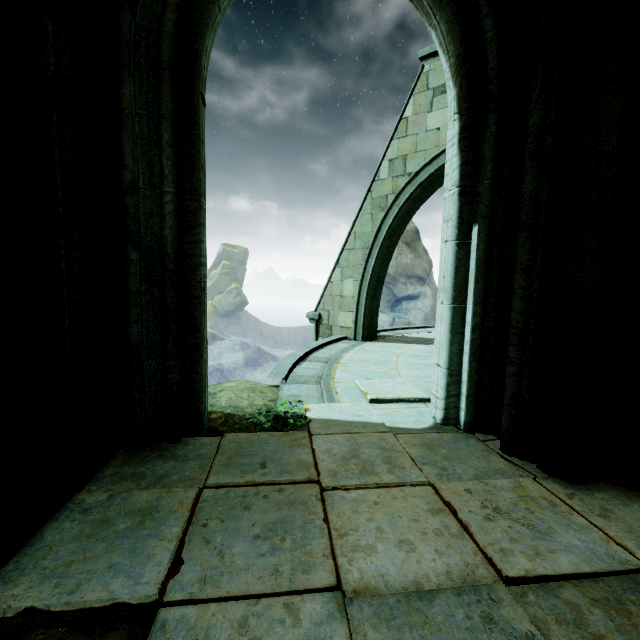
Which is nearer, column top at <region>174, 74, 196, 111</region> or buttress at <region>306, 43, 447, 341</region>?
column top at <region>174, 74, 196, 111</region>

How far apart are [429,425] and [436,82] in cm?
725

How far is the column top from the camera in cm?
259

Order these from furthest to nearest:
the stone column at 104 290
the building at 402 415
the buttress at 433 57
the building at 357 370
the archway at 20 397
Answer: the buttress at 433 57
the building at 357 370
the building at 402 415
the stone column at 104 290
the archway at 20 397

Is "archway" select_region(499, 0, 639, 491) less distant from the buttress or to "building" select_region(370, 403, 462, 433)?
"building" select_region(370, 403, 462, 433)

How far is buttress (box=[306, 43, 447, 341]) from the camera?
6.9 meters

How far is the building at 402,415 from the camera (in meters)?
3.23

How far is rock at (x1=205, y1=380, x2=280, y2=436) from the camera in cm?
325
